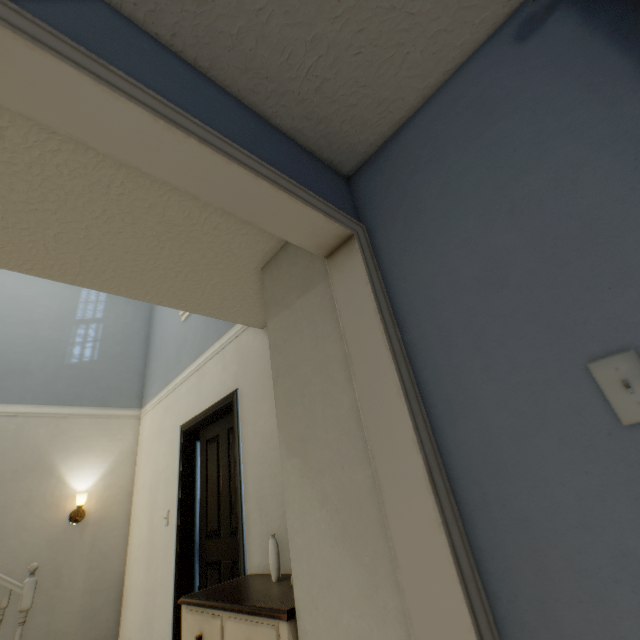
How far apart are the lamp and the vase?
3.0m

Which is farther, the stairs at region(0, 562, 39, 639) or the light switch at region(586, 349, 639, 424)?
the stairs at region(0, 562, 39, 639)

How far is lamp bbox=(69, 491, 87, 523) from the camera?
3.4m

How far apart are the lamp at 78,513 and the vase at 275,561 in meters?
3.0 m

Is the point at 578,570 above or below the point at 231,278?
below

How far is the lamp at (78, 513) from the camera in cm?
340

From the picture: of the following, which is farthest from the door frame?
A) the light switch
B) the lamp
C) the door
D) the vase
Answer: the lamp

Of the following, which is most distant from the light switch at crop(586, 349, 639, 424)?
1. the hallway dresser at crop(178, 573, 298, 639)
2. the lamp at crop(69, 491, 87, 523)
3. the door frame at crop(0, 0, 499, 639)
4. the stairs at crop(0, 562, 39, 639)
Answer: the lamp at crop(69, 491, 87, 523)
